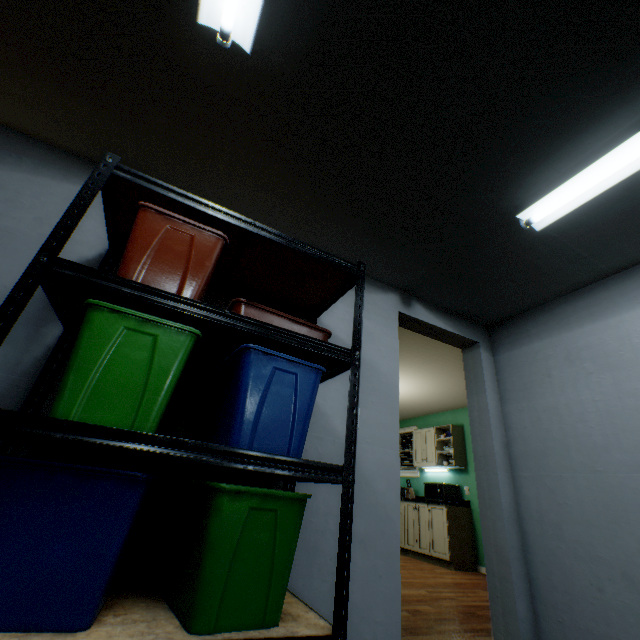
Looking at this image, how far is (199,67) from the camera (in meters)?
1.37

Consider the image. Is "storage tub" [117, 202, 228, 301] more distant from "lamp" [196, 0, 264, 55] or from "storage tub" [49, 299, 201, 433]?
"lamp" [196, 0, 264, 55]

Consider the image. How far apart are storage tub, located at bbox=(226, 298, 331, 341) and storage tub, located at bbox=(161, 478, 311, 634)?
0.6m

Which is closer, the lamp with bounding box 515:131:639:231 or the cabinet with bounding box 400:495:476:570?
the lamp with bounding box 515:131:639:231

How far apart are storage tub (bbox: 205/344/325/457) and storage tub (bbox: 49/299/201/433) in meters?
0.1

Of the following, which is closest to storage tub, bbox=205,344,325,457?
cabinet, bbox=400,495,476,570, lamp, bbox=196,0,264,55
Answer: lamp, bbox=196,0,264,55

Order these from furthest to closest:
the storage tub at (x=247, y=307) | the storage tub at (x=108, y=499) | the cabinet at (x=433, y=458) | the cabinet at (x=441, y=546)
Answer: the cabinet at (x=433, y=458), the cabinet at (x=441, y=546), the storage tub at (x=247, y=307), the storage tub at (x=108, y=499)

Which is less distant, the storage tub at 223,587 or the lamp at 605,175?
the storage tub at 223,587
